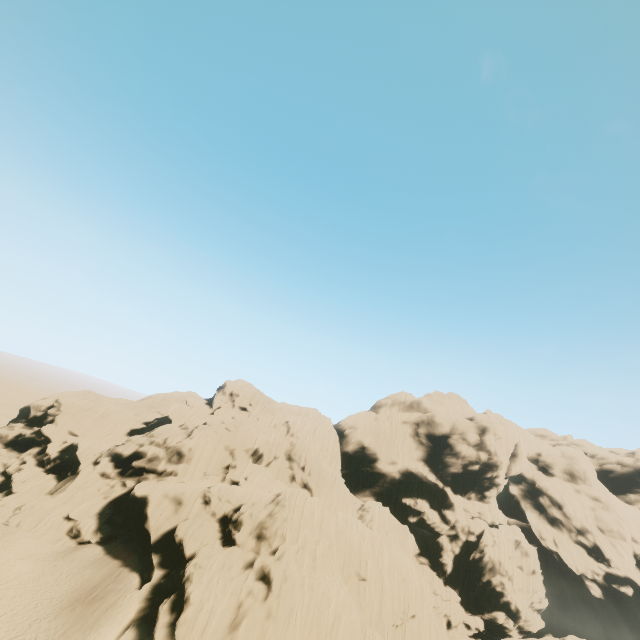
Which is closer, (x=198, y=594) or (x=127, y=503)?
(x=198, y=594)
